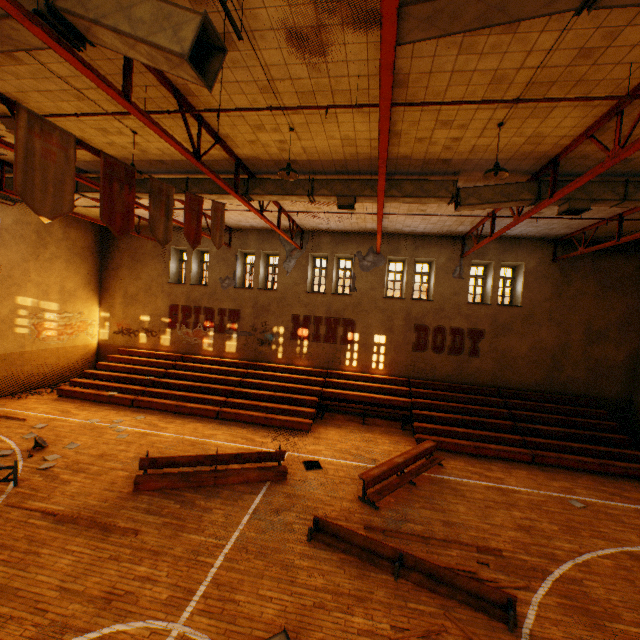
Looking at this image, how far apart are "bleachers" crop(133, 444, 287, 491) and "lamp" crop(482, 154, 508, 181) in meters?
8.8 m

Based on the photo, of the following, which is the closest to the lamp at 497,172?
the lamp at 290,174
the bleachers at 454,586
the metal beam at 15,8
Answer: the lamp at 290,174

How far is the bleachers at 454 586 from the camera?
5.6m

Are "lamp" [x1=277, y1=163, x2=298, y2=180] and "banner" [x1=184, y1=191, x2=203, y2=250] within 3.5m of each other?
yes

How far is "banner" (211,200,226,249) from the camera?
Result: 7.8m

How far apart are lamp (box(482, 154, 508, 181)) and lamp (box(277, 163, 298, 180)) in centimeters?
385cm

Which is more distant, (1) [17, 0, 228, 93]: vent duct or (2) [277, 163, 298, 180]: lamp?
(2) [277, 163, 298, 180]: lamp

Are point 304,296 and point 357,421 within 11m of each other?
yes
